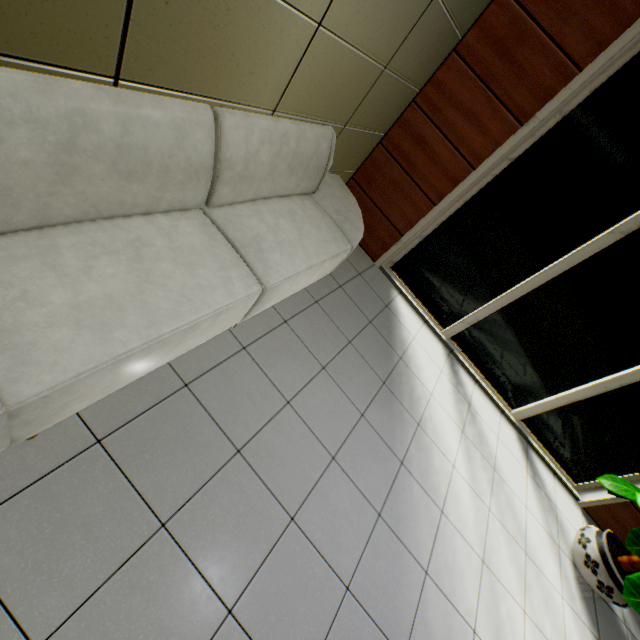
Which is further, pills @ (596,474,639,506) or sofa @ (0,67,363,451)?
pills @ (596,474,639,506)

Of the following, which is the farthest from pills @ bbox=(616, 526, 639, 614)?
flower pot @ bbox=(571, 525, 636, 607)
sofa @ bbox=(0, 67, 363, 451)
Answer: sofa @ bbox=(0, 67, 363, 451)

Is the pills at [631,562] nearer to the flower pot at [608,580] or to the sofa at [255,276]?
the flower pot at [608,580]

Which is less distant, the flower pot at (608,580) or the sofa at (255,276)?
the sofa at (255,276)

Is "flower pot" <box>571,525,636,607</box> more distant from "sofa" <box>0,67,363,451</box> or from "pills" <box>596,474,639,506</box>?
"sofa" <box>0,67,363,451</box>

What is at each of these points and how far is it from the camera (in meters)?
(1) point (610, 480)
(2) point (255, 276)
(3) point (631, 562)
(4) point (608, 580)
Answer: (1) pills, 3.17
(2) sofa, 1.92
(3) pills, 3.04
(4) flower pot, 2.98
